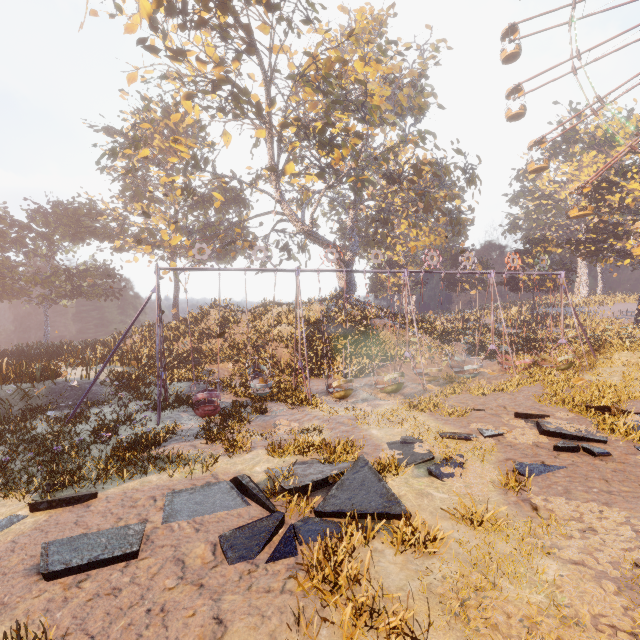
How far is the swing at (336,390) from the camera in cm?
1444

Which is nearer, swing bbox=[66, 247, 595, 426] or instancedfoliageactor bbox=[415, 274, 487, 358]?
swing bbox=[66, 247, 595, 426]

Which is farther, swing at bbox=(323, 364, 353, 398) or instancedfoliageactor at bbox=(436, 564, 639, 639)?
swing at bbox=(323, 364, 353, 398)

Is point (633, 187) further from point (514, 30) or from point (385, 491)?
point (385, 491)

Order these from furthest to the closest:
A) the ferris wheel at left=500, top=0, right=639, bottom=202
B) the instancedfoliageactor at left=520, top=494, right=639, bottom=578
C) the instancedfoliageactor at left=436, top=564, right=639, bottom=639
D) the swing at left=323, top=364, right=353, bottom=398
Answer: the ferris wheel at left=500, top=0, right=639, bottom=202, the swing at left=323, top=364, right=353, bottom=398, the instancedfoliageactor at left=520, top=494, right=639, bottom=578, the instancedfoliageactor at left=436, top=564, right=639, bottom=639

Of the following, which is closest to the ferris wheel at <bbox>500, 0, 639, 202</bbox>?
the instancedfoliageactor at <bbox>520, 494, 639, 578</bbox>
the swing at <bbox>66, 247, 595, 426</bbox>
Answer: the swing at <bbox>66, 247, 595, 426</bbox>

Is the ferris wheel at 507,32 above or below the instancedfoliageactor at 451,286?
above

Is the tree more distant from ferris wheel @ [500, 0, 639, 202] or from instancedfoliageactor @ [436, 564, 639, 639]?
instancedfoliageactor @ [436, 564, 639, 639]
